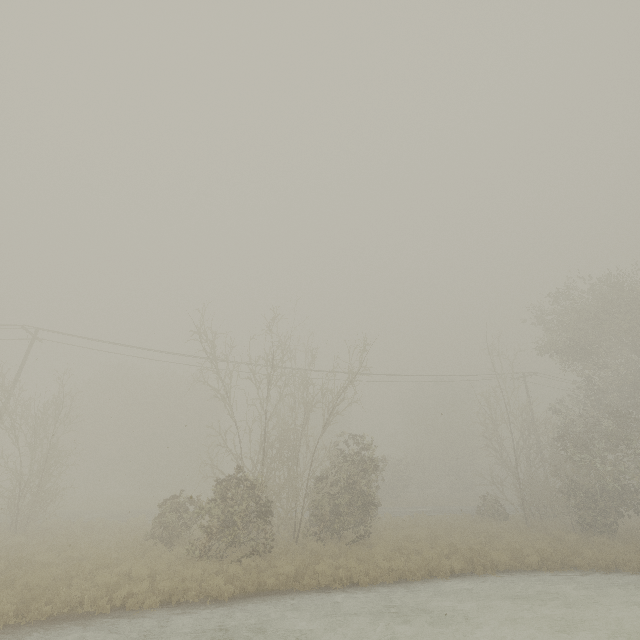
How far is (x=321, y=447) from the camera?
17.06m
